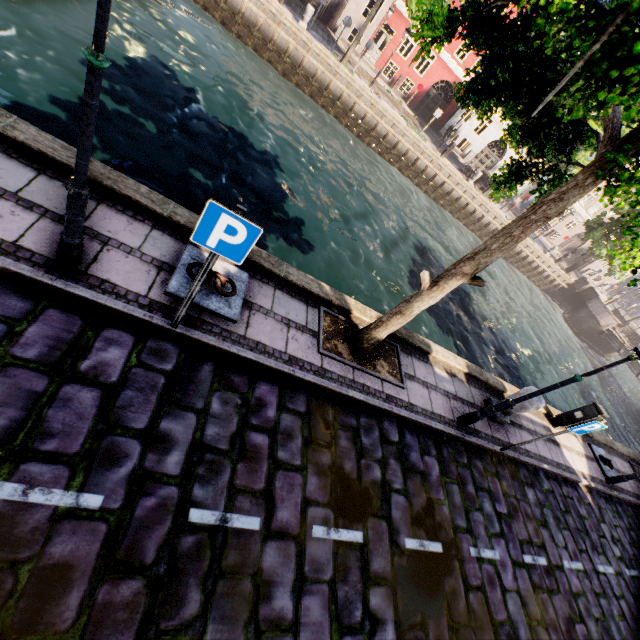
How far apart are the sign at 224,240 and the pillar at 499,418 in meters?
6.9

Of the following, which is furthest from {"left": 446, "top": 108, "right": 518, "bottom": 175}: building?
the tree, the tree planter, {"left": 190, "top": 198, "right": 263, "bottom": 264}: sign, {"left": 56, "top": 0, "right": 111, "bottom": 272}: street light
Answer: {"left": 190, "top": 198, "right": 263, "bottom": 264}: sign

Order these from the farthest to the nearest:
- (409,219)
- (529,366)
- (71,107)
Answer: (409,219) → (529,366) → (71,107)

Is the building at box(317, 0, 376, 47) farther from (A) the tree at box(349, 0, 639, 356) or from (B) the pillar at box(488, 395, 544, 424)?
(B) the pillar at box(488, 395, 544, 424)

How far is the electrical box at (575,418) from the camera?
8.6m

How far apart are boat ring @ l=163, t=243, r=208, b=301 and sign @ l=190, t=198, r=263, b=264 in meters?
1.5 m

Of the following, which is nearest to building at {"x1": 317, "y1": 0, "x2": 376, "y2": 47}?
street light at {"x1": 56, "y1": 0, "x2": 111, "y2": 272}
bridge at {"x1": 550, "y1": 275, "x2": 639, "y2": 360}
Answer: bridge at {"x1": 550, "y1": 275, "x2": 639, "y2": 360}

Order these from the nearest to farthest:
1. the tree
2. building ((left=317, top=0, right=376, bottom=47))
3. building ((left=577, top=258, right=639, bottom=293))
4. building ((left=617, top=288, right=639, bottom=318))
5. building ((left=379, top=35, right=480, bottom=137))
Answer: the tree
building ((left=317, top=0, right=376, bottom=47))
building ((left=379, top=35, right=480, bottom=137))
building ((left=577, top=258, right=639, bottom=293))
building ((left=617, top=288, right=639, bottom=318))
